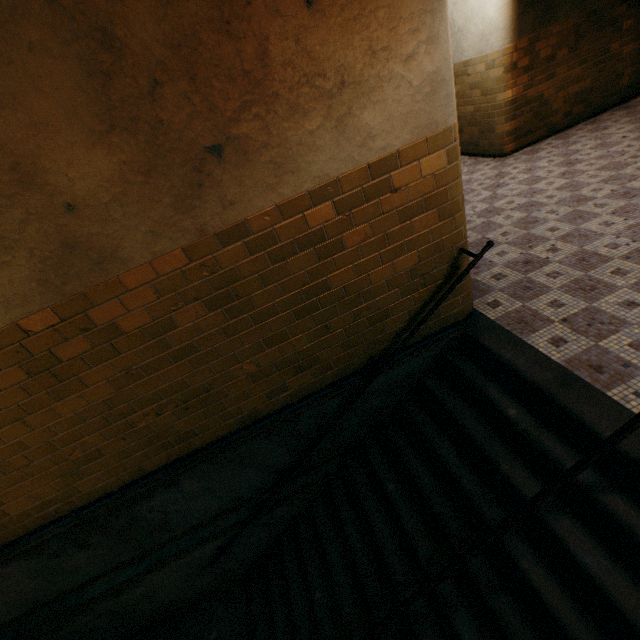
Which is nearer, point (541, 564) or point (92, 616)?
point (541, 564)
